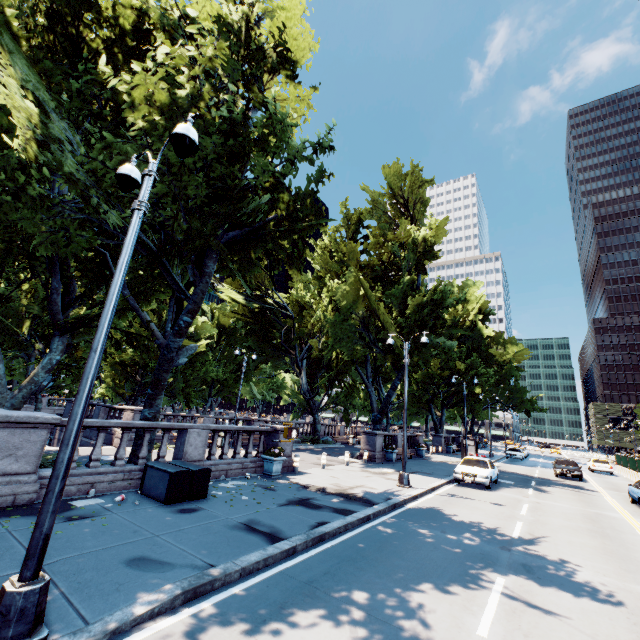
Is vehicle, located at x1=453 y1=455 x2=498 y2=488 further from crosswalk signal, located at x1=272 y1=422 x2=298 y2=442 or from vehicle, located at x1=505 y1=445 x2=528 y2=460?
vehicle, located at x1=505 y1=445 x2=528 y2=460

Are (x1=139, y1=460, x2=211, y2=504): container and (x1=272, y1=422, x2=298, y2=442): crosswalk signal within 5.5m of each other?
yes

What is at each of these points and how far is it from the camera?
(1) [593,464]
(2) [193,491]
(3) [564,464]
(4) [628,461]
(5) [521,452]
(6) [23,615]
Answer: (1) vehicle, 33.97m
(2) container, 9.65m
(3) vehicle, 27.30m
(4) fence, 32.66m
(5) vehicle, 41.25m
(6) light, 3.74m

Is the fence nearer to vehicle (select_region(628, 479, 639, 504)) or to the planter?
vehicle (select_region(628, 479, 639, 504))

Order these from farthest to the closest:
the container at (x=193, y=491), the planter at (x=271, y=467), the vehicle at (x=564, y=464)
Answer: the vehicle at (x=564, y=464) < the planter at (x=271, y=467) < the container at (x=193, y=491)

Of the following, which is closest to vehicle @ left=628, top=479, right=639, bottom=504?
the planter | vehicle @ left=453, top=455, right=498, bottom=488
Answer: vehicle @ left=453, top=455, right=498, bottom=488

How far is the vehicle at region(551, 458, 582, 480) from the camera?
25.5 meters

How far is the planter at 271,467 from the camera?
14.07m
